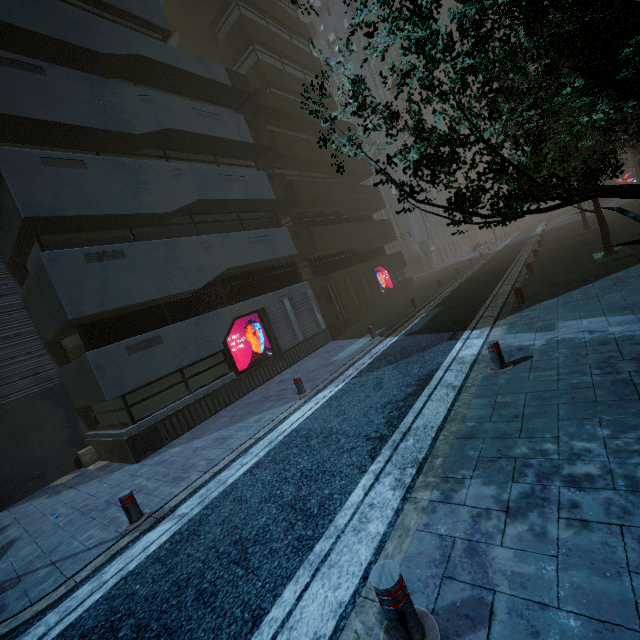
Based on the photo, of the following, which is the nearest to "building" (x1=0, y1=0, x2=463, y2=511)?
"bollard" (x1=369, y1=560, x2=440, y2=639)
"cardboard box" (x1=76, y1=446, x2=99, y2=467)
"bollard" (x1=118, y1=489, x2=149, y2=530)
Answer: "cardboard box" (x1=76, y1=446, x2=99, y2=467)

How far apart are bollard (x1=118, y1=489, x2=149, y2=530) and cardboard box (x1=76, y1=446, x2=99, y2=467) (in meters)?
6.83

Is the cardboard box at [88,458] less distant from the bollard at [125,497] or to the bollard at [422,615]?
the bollard at [125,497]

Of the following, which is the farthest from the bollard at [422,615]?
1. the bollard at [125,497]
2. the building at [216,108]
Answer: the building at [216,108]

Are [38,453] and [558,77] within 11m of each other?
no

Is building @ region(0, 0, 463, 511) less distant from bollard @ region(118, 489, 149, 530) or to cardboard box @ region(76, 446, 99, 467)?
cardboard box @ region(76, 446, 99, 467)

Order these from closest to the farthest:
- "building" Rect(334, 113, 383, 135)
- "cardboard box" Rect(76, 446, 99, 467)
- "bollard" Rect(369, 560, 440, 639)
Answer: "bollard" Rect(369, 560, 440, 639) → "cardboard box" Rect(76, 446, 99, 467) → "building" Rect(334, 113, 383, 135)

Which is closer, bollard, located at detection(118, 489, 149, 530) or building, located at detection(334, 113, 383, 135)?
bollard, located at detection(118, 489, 149, 530)
